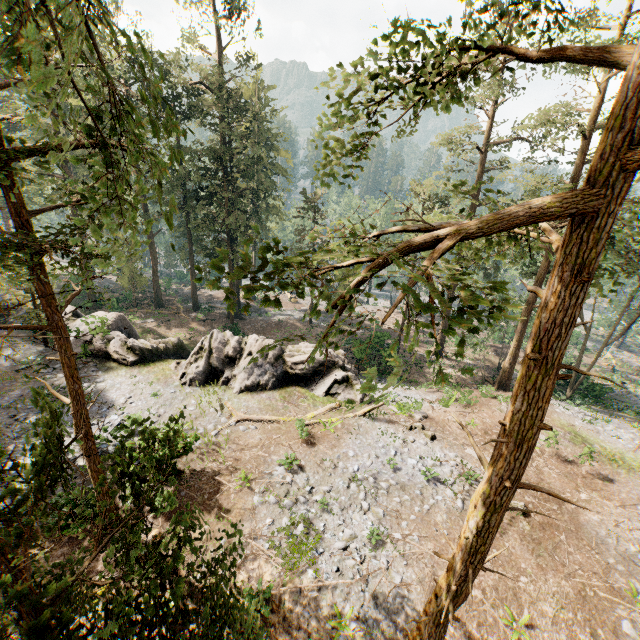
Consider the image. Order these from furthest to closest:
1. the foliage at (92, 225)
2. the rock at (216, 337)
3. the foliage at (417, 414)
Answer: the rock at (216, 337)
the foliage at (417, 414)
the foliage at (92, 225)

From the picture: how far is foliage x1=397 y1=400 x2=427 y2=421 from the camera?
19.1 meters

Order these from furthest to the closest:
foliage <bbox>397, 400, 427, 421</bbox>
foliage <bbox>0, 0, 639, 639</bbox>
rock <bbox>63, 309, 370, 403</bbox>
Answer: rock <bbox>63, 309, 370, 403</bbox> → foliage <bbox>397, 400, 427, 421</bbox> → foliage <bbox>0, 0, 639, 639</bbox>

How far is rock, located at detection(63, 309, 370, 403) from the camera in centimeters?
2031cm

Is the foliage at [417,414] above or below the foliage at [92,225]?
below

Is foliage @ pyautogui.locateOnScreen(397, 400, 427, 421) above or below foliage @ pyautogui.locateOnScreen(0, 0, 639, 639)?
below

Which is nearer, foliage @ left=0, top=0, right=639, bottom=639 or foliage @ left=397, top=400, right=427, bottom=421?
foliage @ left=0, top=0, right=639, bottom=639

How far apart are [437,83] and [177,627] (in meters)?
8.66
